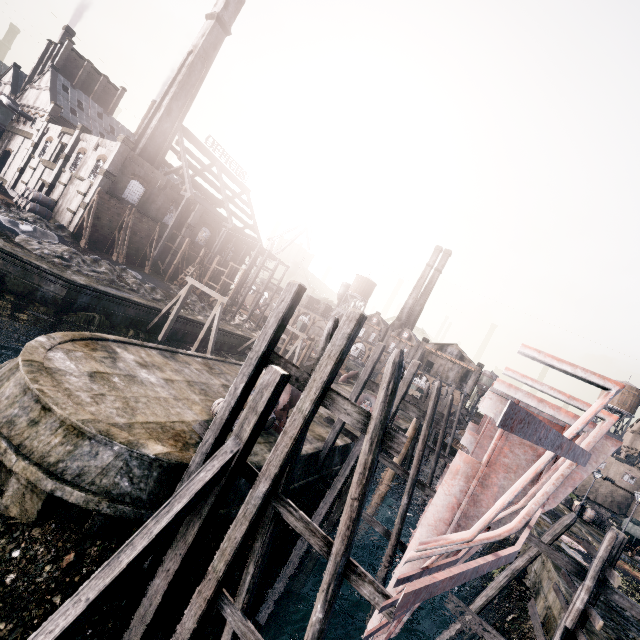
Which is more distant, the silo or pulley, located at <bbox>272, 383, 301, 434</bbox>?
the silo

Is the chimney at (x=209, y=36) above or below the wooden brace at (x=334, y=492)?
above

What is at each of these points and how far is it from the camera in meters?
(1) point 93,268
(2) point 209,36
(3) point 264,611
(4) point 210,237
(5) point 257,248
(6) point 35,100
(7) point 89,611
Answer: (1) stone debris, 30.4
(2) chimney, 43.9
(3) wooden brace, 11.4
(4) building, 52.6
(5) wooden scaffolding, 47.7
(6) building, 55.3
(7) wooden brace, 5.9

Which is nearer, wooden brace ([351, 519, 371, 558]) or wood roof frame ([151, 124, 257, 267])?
wooden brace ([351, 519, 371, 558])

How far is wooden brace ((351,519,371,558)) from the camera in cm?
2139

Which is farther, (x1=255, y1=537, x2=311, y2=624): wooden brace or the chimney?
the chimney

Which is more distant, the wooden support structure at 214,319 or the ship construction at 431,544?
the wooden support structure at 214,319

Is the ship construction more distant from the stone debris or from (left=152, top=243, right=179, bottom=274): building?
(left=152, top=243, right=179, bottom=274): building
